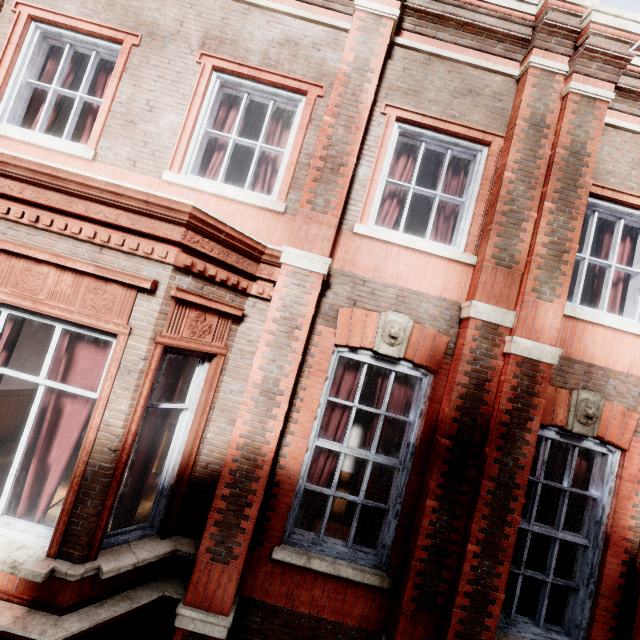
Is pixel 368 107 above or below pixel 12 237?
above
